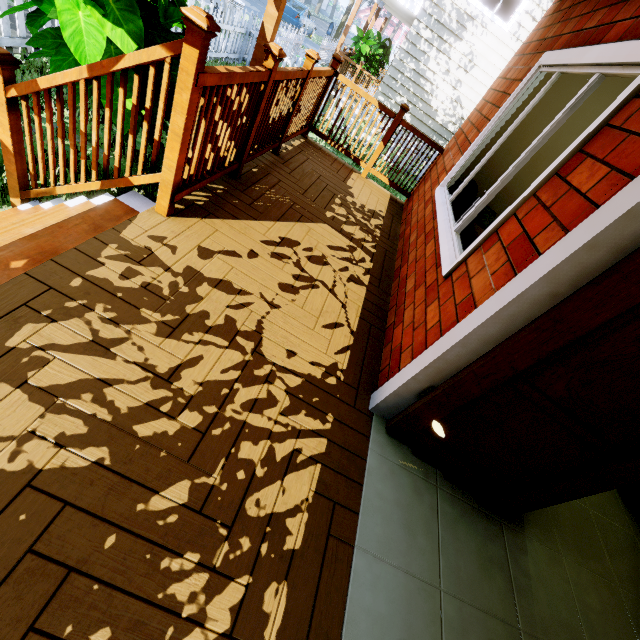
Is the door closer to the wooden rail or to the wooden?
the wooden rail

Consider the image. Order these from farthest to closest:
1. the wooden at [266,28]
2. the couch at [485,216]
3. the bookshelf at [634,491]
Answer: the wooden at [266,28], the couch at [485,216], the bookshelf at [634,491]

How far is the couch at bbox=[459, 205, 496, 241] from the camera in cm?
338

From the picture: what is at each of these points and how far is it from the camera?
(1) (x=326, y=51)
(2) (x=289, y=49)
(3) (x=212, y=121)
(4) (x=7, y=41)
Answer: (1) fence, 15.9m
(2) fence, 8.5m
(3) wooden rail, 2.2m
(4) fence, 3.9m

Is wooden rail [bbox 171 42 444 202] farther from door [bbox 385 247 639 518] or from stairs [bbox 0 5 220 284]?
door [bbox 385 247 639 518]

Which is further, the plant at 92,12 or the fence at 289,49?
the fence at 289,49

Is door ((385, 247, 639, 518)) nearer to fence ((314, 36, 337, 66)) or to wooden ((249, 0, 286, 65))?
wooden ((249, 0, 286, 65))

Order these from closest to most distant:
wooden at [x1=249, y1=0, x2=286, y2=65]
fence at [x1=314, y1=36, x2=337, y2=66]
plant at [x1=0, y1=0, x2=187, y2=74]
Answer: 1. plant at [x1=0, y1=0, x2=187, y2=74]
2. wooden at [x1=249, y1=0, x2=286, y2=65]
3. fence at [x1=314, y1=36, x2=337, y2=66]
